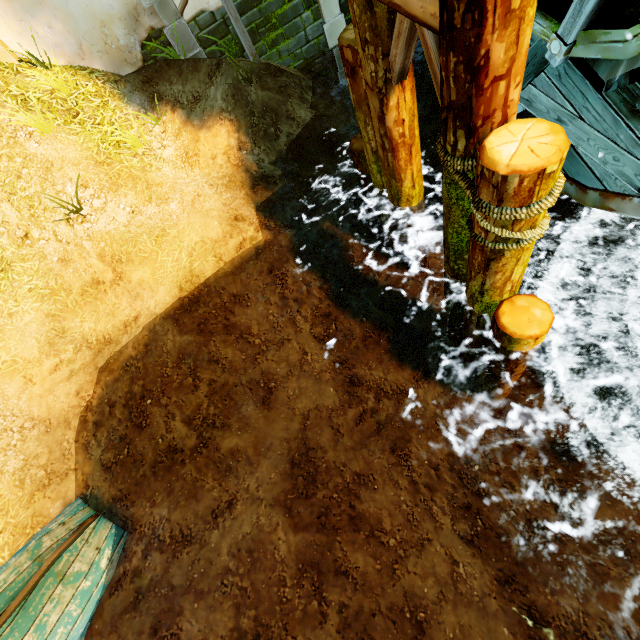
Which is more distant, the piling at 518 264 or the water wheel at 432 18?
the piling at 518 264

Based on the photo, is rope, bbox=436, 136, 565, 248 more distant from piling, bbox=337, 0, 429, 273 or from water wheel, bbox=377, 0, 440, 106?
piling, bbox=337, 0, 429, 273

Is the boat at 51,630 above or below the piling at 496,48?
below

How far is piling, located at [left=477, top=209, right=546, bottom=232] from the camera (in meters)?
2.51

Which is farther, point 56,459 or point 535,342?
point 56,459

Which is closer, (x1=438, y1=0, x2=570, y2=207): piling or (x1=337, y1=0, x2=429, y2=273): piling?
(x1=438, y1=0, x2=570, y2=207): piling

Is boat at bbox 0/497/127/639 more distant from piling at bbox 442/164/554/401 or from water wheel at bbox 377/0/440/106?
water wheel at bbox 377/0/440/106

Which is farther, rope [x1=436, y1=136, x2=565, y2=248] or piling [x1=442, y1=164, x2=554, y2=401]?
piling [x1=442, y1=164, x2=554, y2=401]
